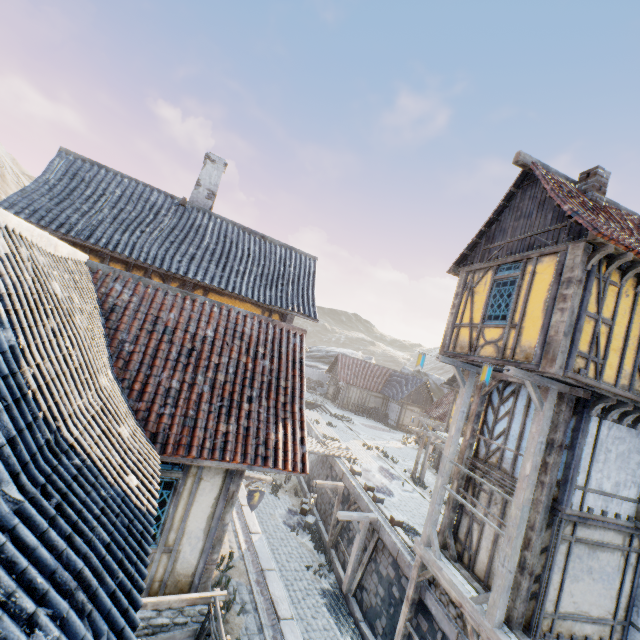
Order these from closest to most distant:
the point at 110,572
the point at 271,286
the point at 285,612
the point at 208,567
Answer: the point at 110,572, the point at 208,567, the point at 285,612, the point at 271,286

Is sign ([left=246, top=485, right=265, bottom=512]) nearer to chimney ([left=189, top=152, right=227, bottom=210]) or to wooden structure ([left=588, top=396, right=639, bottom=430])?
wooden structure ([left=588, top=396, right=639, bottom=430])

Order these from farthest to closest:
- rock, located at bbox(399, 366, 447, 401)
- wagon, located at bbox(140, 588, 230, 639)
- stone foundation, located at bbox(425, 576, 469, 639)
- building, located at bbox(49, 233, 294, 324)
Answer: rock, located at bbox(399, 366, 447, 401) < building, located at bbox(49, 233, 294, 324) < stone foundation, located at bbox(425, 576, 469, 639) < wagon, located at bbox(140, 588, 230, 639)

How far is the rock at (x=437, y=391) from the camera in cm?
5103

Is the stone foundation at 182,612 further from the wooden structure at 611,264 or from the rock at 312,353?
the rock at 312,353

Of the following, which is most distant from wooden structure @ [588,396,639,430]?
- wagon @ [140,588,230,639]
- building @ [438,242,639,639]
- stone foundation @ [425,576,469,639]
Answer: wagon @ [140,588,230,639]

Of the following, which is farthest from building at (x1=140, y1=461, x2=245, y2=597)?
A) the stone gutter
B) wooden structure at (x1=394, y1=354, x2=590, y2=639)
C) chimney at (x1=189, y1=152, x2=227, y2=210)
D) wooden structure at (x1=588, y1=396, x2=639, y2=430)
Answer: wooden structure at (x1=588, y1=396, x2=639, y2=430)

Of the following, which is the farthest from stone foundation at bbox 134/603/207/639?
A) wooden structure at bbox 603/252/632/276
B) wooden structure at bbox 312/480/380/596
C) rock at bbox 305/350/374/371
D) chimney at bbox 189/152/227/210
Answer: rock at bbox 305/350/374/371
